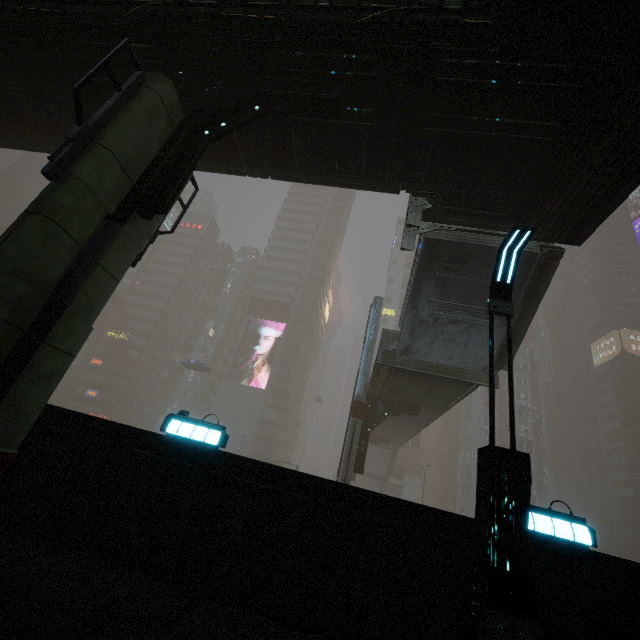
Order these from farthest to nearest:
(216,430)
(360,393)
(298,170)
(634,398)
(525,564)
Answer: (634,398), (360,393), (298,170), (216,430), (525,564)

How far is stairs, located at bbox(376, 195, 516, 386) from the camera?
12.4 meters

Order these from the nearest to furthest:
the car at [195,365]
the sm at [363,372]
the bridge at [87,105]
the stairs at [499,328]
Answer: the bridge at [87,105]
the stairs at [499,328]
the sm at [363,372]
the car at [195,365]

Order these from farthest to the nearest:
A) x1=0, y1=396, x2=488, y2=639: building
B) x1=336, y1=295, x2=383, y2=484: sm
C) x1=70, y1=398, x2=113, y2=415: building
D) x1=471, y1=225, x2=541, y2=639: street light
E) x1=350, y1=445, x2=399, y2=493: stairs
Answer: x1=70, y1=398, x2=113, y2=415: building → x1=350, y1=445, x2=399, y2=493: stairs → x1=336, y1=295, x2=383, y2=484: sm → x1=0, y1=396, x2=488, y2=639: building → x1=471, y1=225, x2=541, y2=639: street light

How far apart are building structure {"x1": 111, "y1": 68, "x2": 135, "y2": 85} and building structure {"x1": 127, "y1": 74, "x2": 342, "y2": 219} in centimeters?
68cm

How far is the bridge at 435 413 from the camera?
16.9 meters
